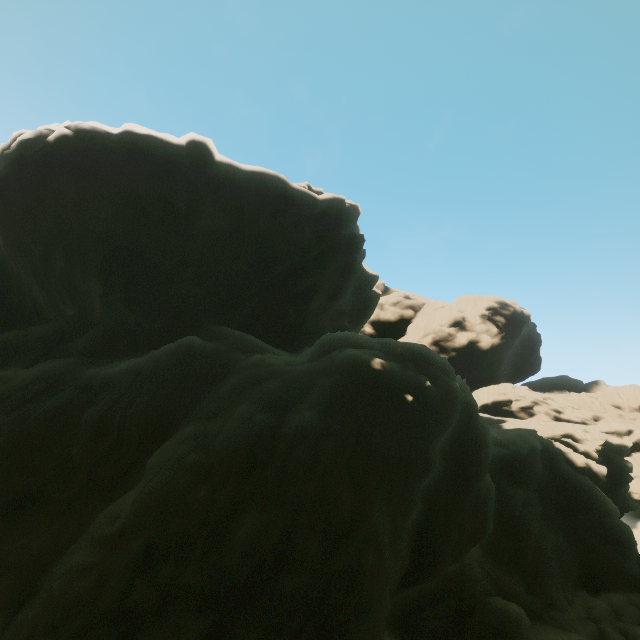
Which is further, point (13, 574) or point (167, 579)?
point (13, 574)
